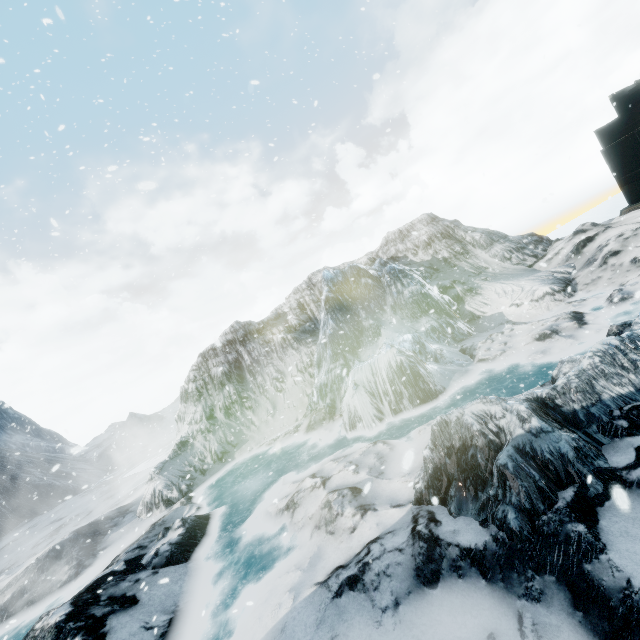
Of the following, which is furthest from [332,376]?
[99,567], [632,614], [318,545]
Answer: [632,614]
